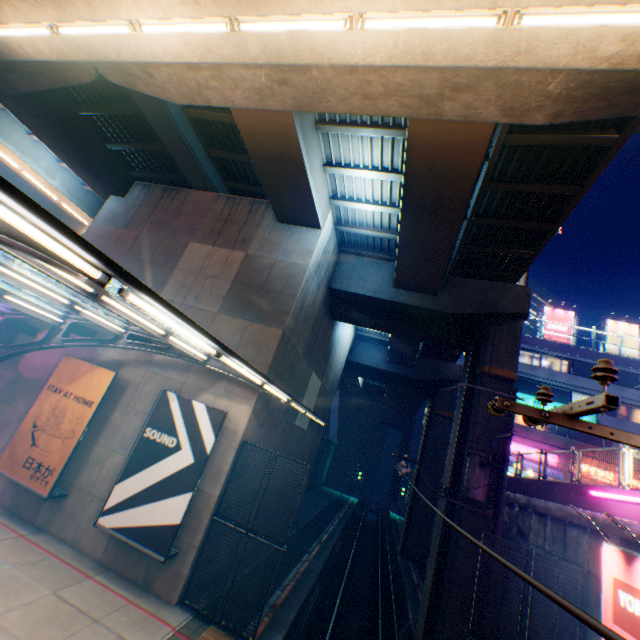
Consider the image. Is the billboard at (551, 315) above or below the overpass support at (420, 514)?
above

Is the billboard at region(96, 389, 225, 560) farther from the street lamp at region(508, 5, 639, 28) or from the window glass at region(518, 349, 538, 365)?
the window glass at region(518, 349, 538, 365)

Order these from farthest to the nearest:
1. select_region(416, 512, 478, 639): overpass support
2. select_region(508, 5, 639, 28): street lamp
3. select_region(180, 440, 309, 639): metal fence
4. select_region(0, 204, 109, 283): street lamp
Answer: select_region(416, 512, 478, 639): overpass support, select_region(180, 440, 309, 639): metal fence, select_region(508, 5, 639, 28): street lamp, select_region(0, 204, 109, 283): street lamp

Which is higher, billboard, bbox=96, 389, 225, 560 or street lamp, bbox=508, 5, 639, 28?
street lamp, bbox=508, 5, 639, 28

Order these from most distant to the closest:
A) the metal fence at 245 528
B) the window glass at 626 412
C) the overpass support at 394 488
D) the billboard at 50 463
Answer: the overpass support at 394 488
the window glass at 626 412
the billboard at 50 463
the metal fence at 245 528

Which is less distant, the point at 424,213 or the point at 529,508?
the point at 424,213

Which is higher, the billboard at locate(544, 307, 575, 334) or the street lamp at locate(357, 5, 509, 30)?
the billboard at locate(544, 307, 575, 334)

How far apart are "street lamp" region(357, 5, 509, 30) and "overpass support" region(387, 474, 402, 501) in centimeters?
6413cm
